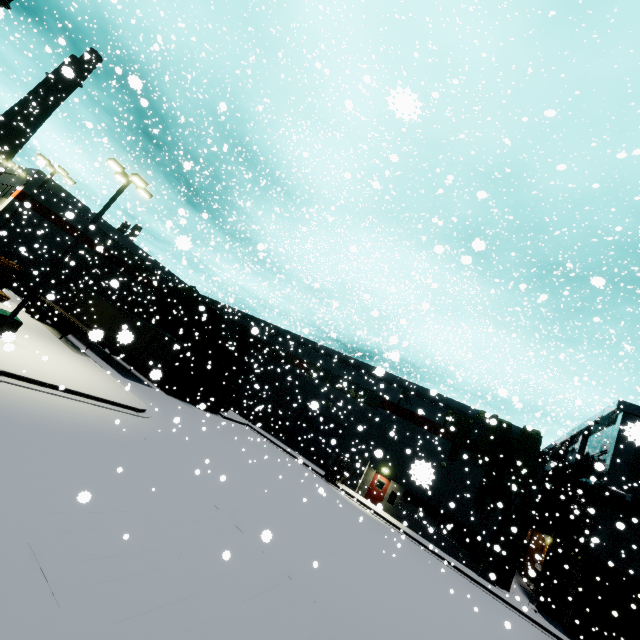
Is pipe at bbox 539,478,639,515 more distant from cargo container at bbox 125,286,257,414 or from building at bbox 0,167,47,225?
cargo container at bbox 125,286,257,414

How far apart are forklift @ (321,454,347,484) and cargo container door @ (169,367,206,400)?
12.4m

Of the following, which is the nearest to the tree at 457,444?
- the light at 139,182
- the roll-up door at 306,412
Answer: the roll-up door at 306,412

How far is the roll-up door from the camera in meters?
30.3 m

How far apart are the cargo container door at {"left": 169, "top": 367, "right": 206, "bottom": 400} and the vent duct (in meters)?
26.59

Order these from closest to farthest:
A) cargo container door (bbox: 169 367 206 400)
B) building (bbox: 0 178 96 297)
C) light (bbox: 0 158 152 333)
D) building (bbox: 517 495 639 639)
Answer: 1. light (bbox: 0 158 152 333)
2. building (bbox: 517 495 639 639)
3. cargo container door (bbox: 169 367 206 400)
4. building (bbox: 0 178 96 297)

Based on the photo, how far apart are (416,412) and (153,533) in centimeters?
2498cm

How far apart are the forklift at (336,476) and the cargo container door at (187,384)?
12.4m
